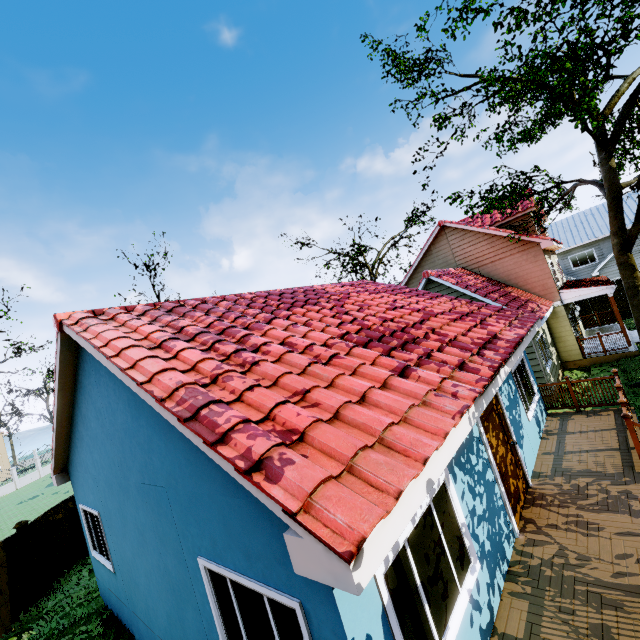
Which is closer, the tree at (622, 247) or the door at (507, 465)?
the door at (507, 465)

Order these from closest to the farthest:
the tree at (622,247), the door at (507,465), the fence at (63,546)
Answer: the door at (507,465), the tree at (622,247), the fence at (63,546)

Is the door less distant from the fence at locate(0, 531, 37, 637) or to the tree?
the fence at locate(0, 531, 37, 637)

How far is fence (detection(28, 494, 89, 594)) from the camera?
10.41m

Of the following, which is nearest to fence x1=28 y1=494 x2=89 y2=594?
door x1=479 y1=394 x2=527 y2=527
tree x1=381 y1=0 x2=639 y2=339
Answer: tree x1=381 y1=0 x2=639 y2=339

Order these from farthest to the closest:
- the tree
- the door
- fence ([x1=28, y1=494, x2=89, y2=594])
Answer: fence ([x1=28, y1=494, x2=89, y2=594]) < the tree < the door

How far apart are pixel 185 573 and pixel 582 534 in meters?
6.3
